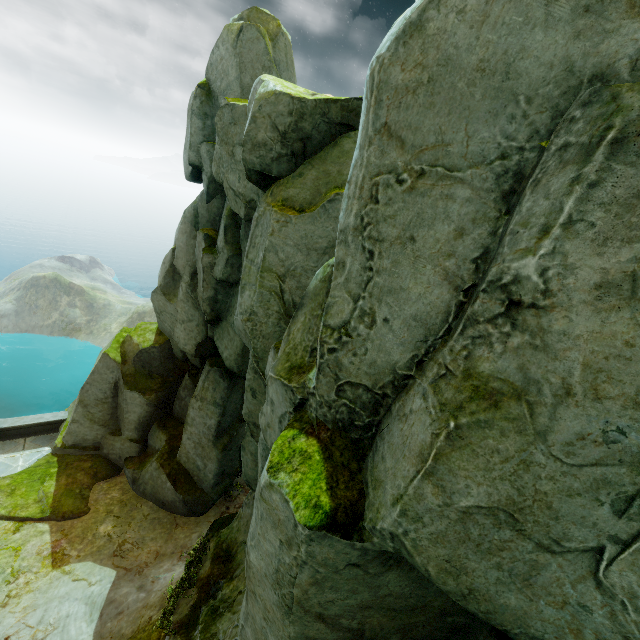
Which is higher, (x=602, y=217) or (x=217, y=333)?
(x=602, y=217)

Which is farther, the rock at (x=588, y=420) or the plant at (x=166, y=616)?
the plant at (x=166, y=616)

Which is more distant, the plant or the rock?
the plant
